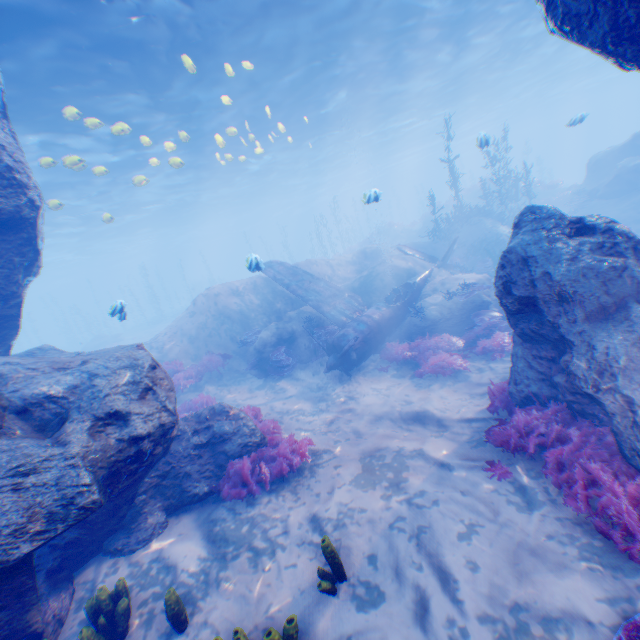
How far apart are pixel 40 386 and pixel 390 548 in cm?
601

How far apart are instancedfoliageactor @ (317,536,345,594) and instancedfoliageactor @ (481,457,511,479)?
2.5 meters

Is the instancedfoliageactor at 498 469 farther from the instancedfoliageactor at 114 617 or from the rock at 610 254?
the instancedfoliageactor at 114 617

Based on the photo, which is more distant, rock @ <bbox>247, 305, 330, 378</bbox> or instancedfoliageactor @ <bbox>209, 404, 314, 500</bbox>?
rock @ <bbox>247, 305, 330, 378</bbox>

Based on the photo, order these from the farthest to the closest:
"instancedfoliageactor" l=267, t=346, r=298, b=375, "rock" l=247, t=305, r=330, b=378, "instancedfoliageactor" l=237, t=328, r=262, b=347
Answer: "instancedfoliageactor" l=237, t=328, r=262, b=347
"rock" l=247, t=305, r=330, b=378
"instancedfoliageactor" l=267, t=346, r=298, b=375

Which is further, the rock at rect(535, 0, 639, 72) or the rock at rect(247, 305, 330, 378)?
the rock at rect(247, 305, 330, 378)

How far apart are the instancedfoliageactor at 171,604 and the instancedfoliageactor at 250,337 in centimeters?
1068cm

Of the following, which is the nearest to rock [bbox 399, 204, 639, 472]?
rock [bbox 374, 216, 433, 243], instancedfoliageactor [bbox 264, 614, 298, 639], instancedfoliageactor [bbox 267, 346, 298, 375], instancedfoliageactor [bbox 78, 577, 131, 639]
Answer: instancedfoliageactor [bbox 267, 346, 298, 375]
